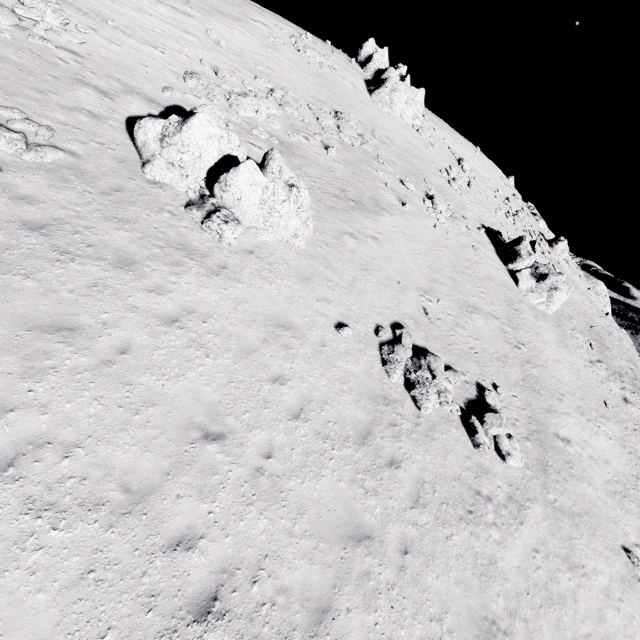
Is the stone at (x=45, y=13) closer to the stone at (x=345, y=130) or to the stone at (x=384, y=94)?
the stone at (x=345, y=130)

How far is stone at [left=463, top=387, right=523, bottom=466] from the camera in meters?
11.7

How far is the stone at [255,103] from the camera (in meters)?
16.86

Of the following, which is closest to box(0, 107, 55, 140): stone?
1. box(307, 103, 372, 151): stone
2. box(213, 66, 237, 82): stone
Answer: box(213, 66, 237, 82): stone

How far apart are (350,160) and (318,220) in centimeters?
853cm

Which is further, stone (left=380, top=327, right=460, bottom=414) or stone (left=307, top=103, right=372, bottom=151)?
stone (left=307, top=103, right=372, bottom=151)

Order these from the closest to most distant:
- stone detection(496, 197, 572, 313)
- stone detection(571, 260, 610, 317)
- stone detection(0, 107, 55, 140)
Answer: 1. stone detection(0, 107, 55, 140)
2. stone detection(496, 197, 572, 313)
3. stone detection(571, 260, 610, 317)

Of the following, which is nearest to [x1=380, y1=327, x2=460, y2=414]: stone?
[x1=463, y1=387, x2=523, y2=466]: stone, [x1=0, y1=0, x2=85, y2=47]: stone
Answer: [x1=463, y1=387, x2=523, y2=466]: stone
